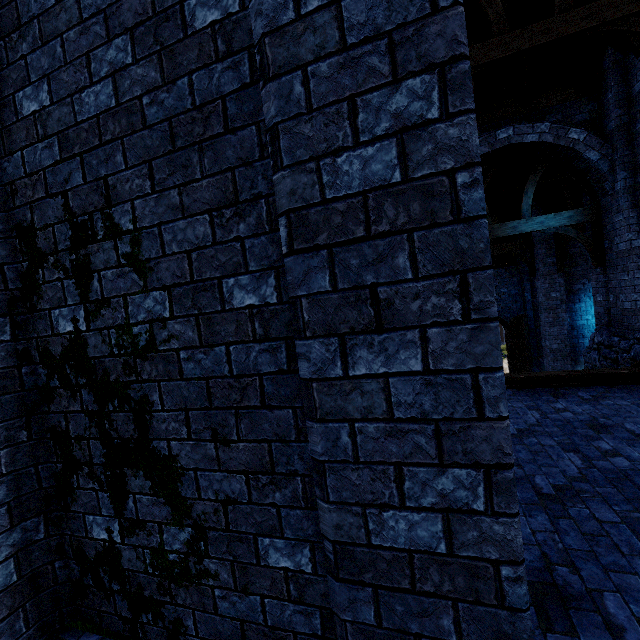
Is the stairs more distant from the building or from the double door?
the double door

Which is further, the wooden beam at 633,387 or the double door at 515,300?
the double door at 515,300

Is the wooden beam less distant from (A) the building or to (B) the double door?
(A) the building

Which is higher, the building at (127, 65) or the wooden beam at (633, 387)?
the building at (127, 65)

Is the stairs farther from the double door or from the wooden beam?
the double door

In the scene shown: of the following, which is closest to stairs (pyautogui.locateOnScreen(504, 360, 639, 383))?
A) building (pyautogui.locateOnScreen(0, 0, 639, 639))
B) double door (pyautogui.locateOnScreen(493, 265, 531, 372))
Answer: building (pyautogui.locateOnScreen(0, 0, 639, 639))

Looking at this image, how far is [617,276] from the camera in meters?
8.3

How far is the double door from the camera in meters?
16.1
